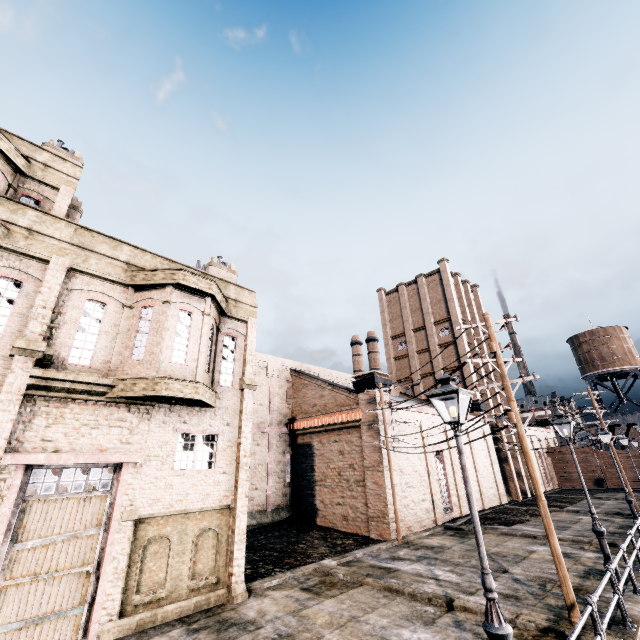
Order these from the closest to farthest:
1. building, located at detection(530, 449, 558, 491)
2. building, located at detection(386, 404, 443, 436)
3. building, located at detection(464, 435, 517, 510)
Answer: building, located at detection(386, 404, 443, 436) → building, located at detection(464, 435, 517, 510) → building, located at detection(530, 449, 558, 491)

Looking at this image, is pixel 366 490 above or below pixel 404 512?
above

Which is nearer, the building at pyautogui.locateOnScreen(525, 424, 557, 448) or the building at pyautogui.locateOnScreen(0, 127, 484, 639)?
the building at pyautogui.locateOnScreen(0, 127, 484, 639)

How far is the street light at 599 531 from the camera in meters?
12.0 m

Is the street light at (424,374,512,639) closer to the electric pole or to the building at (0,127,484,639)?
the electric pole

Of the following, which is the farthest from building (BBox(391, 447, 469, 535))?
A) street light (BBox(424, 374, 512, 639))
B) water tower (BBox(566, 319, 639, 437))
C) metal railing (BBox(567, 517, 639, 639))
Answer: metal railing (BBox(567, 517, 639, 639))

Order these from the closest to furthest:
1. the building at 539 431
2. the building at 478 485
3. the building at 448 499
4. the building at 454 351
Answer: the building at 448 499 → the building at 478 485 → the building at 454 351 → the building at 539 431

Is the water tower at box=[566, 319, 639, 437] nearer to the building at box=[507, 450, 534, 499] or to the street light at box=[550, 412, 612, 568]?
the building at box=[507, 450, 534, 499]
